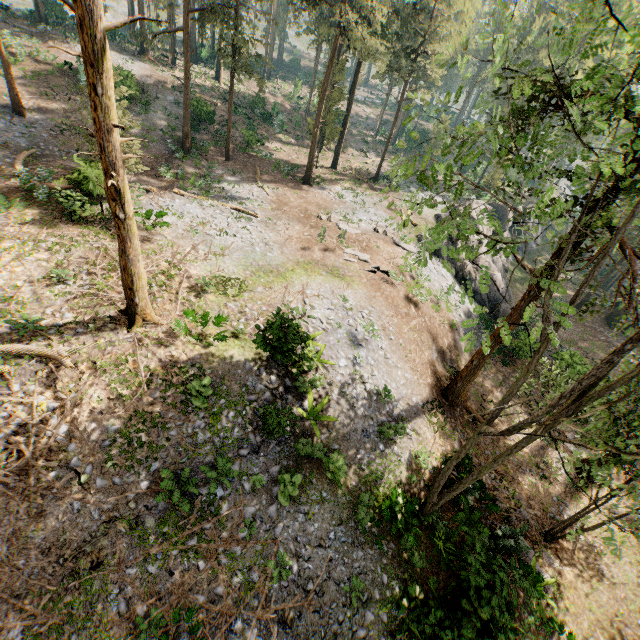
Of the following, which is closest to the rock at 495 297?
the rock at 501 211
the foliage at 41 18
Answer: the rock at 501 211

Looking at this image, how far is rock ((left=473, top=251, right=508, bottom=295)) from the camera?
28.0m

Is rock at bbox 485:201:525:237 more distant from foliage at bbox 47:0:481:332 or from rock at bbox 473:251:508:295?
foliage at bbox 47:0:481:332

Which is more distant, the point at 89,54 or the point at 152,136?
the point at 152,136

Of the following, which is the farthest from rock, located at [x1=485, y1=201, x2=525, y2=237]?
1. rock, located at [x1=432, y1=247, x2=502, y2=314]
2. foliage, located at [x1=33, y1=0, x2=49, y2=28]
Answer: foliage, located at [x1=33, y1=0, x2=49, y2=28]

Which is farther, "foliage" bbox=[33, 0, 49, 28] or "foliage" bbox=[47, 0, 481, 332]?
"foliage" bbox=[33, 0, 49, 28]

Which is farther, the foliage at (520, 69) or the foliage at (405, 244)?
the foliage at (405, 244)

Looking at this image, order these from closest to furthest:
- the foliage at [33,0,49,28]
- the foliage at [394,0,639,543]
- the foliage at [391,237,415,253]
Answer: the foliage at [394,0,639,543], the foliage at [391,237,415,253], the foliage at [33,0,49,28]
